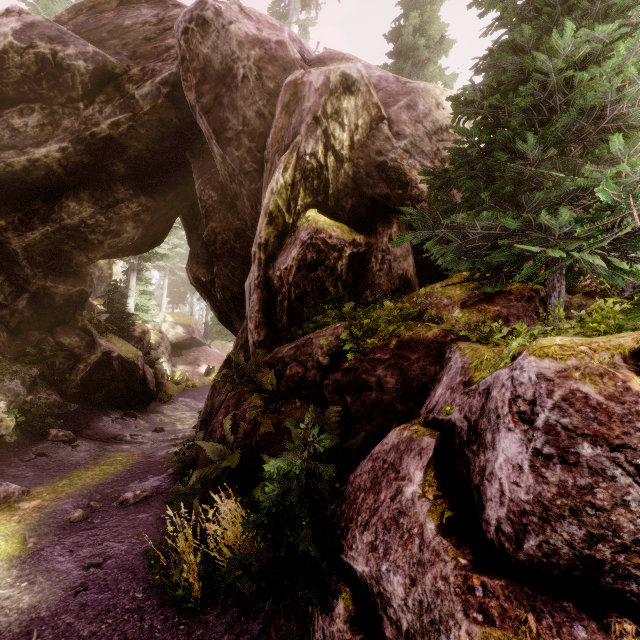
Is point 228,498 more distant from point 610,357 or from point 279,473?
point 610,357

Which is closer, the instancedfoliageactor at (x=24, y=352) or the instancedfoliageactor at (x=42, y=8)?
the instancedfoliageactor at (x=24, y=352)

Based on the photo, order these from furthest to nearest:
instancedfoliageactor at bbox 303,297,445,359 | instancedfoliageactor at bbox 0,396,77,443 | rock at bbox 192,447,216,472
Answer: instancedfoliageactor at bbox 0,396,77,443 < rock at bbox 192,447,216,472 < instancedfoliageactor at bbox 303,297,445,359

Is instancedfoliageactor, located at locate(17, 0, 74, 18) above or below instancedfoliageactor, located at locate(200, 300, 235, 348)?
above

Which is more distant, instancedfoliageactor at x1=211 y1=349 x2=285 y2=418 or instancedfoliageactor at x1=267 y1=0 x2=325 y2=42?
instancedfoliageactor at x1=267 y1=0 x2=325 y2=42
